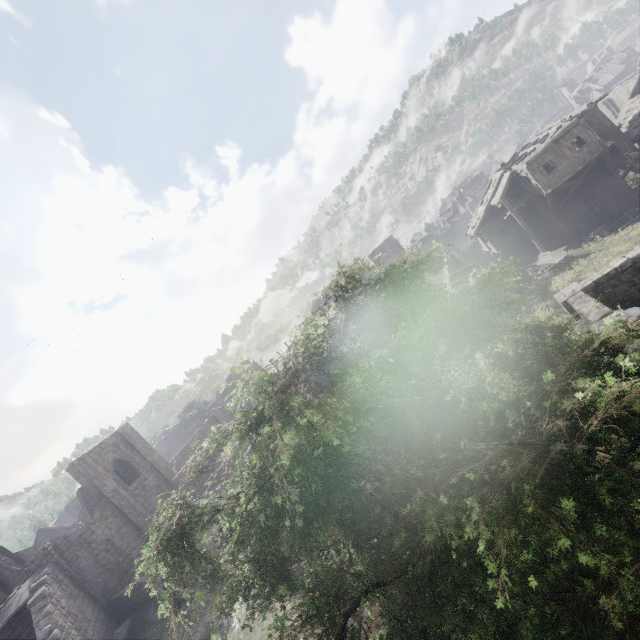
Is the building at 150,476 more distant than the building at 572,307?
Yes

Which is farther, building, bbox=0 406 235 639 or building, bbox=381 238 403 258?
building, bbox=381 238 403 258

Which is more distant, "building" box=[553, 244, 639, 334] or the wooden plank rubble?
the wooden plank rubble

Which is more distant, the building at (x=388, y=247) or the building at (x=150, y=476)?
the building at (x=388, y=247)

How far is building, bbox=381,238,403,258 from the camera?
59.3 meters

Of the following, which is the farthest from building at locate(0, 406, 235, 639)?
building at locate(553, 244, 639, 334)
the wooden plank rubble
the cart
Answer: building at locate(553, 244, 639, 334)

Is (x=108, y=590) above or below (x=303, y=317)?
below
